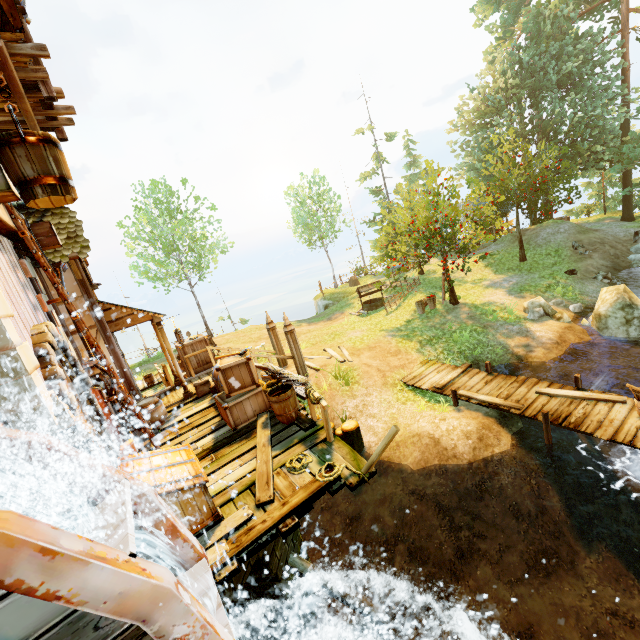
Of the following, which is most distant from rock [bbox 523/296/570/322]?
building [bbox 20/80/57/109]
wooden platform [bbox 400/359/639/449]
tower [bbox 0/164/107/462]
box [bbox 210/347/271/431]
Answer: tower [bbox 0/164/107/462]

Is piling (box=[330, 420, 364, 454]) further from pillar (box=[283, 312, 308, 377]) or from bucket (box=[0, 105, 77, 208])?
bucket (box=[0, 105, 77, 208])

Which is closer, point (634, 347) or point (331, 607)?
point (331, 607)

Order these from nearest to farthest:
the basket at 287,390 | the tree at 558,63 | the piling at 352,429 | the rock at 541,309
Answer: A: the basket at 287,390 < the piling at 352,429 < the rock at 541,309 < the tree at 558,63

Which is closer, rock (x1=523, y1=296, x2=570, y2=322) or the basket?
the basket

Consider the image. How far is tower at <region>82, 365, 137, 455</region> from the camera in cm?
727

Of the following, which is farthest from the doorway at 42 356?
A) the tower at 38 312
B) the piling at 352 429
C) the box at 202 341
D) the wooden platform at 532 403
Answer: the wooden platform at 532 403

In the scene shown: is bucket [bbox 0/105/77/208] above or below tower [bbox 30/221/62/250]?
below
